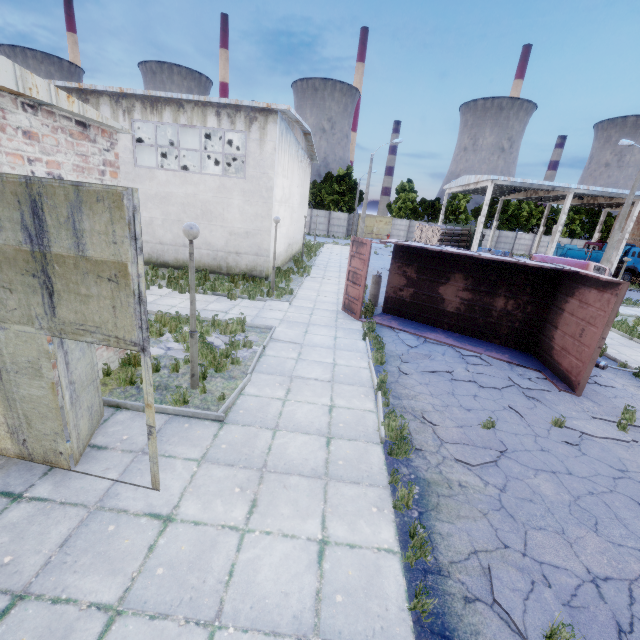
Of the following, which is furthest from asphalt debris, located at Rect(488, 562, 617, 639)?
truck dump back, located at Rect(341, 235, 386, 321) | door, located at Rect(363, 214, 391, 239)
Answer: door, located at Rect(363, 214, 391, 239)

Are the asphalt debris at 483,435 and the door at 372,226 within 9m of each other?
no

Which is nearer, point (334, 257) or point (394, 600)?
point (394, 600)

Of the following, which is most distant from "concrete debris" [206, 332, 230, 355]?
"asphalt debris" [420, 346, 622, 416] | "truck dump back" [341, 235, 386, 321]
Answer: "truck dump back" [341, 235, 386, 321]

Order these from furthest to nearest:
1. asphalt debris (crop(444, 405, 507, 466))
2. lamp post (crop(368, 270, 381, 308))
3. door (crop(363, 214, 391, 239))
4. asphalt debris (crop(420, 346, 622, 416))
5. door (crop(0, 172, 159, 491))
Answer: door (crop(363, 214, 391, 239)) < lamp post (crop(368, 270, 381, 308)) < asphalt debris (crop(420, 346, 622, 416)) < asphalt debris (crop(444, 405, 507, 466)) < door (crop(0, 172, 159, 491))

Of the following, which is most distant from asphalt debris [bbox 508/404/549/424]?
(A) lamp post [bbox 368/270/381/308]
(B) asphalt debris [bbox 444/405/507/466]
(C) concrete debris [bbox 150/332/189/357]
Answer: (A) lamp post [bbox 368/270/381/308]

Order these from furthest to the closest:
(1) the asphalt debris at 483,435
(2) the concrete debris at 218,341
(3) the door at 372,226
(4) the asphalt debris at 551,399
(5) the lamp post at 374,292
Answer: (3) the door at 372,226 → (5) the lamp post at 374,292 → (2) the concrete debris at 218,341 → (4) the asphalt debris at 551,399 → (1) the asphalt debris at 483,435

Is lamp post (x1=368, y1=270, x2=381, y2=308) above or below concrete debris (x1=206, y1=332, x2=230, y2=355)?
above
